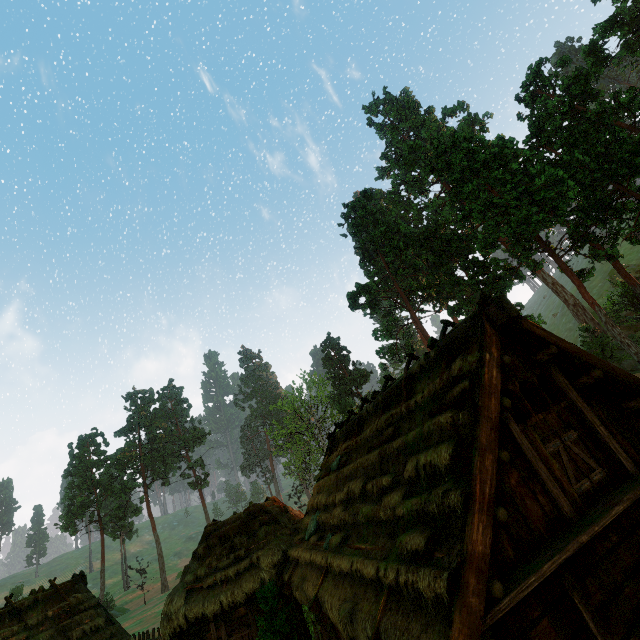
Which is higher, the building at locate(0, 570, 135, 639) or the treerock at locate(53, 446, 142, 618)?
the treerock at locate(53, 446, 142, 618)

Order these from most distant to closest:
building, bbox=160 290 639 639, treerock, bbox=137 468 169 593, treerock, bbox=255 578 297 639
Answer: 1. treerock, bbox=137 468 169 593
2. treerock, bbox=255 578 297 639
3. building, bbox=160 290 639 639

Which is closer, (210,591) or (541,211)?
(210,591)

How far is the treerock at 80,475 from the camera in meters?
52.2 m

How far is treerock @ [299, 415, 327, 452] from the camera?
54.9 meters

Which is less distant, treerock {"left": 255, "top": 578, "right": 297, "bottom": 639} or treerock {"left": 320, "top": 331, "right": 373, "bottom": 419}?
treerock {"left": 255, "top": 578, "right": 297, "bottom": 639}

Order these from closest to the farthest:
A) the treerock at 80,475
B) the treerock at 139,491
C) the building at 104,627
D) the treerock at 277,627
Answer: the treerock at 277,627
the building at 104,627
the treerock at 80,475
the treerock at 139,491
